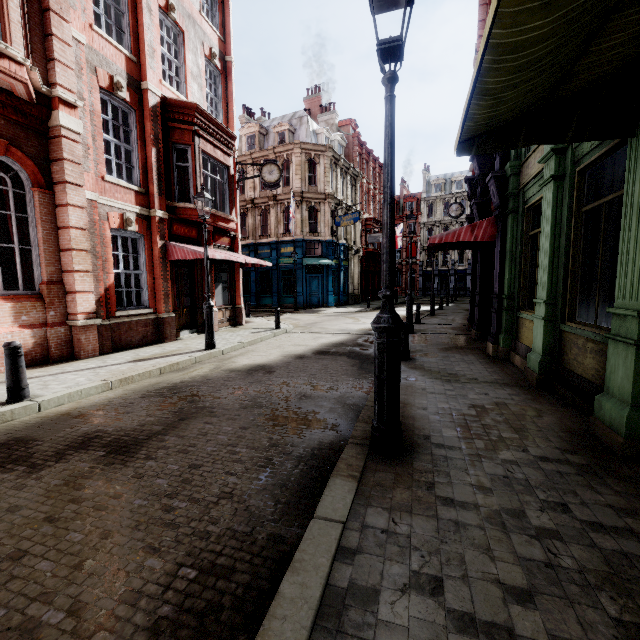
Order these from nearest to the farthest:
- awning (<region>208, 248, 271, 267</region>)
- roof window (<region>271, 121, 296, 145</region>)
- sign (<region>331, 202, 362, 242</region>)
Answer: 1. awning (<region>208, 248, 271, 267</region>)
2. sign (<region>331, 202, 362, 242</region>)
3. roof window (<region>271, 121, 296, 145</region>)

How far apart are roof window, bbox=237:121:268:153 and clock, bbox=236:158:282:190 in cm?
1612

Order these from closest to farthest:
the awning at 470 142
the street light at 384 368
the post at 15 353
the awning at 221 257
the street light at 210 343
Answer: the awning at 470 142, the street light at 384 368, the post at 15 353, the street light at 210 343, the awning at 221 257

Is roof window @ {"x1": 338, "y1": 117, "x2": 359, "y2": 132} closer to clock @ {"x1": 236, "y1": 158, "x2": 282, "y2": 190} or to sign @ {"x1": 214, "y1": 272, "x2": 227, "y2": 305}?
clock @ {"x1": 236, "y1": 158, "x2": 282, "y2": 190}

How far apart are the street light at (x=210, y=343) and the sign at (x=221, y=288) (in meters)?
4.88

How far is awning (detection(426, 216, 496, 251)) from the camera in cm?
868

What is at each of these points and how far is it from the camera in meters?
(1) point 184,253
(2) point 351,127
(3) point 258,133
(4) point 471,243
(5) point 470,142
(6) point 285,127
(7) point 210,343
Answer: (1) awning, 11.0 m
(2) roof window, 36.9 m
(3) roof window, 29.7 m
(4) awning, 11.1 m
(5) awning, 3.7 m
(6) roof window, 28.2 m
(7) street light, 9.7 m

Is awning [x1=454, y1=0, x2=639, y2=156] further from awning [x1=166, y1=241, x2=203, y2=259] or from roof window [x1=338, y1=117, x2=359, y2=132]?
roof window [x1=338, y1=117, x2=359, y2=132]
